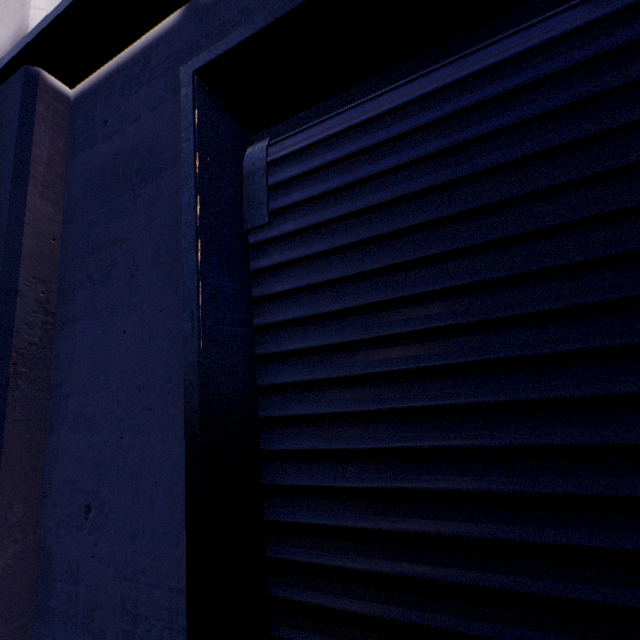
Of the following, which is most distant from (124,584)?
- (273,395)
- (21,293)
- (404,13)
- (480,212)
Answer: (404,13)
